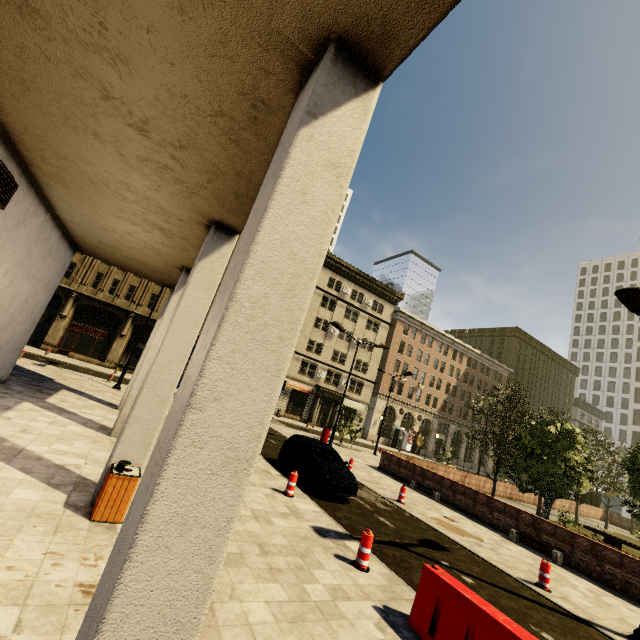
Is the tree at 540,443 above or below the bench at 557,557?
above

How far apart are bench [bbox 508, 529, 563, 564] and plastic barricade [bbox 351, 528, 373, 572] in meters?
9.9

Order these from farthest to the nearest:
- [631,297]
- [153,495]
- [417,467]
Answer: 1. [417,467]
2. [631,297]
3. [153,495]

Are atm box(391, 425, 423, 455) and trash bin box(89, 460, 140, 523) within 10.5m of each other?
no

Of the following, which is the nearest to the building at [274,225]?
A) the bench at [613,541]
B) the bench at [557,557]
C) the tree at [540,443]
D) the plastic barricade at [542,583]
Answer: the tree at [540,443]

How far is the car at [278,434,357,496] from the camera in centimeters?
1094cm

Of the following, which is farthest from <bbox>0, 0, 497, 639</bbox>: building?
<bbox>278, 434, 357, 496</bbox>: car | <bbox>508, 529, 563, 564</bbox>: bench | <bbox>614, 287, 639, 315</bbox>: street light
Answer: <bbox>508, 529, 563, 564</bbox>: bench

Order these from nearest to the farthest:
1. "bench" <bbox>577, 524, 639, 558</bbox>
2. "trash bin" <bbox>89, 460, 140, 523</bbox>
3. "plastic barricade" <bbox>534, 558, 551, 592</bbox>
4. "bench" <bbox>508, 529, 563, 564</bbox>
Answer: "trash bin" <bbox>89, 460, 140, 523</bbox> < "plastic barricade" <bbox>534, 558, 551, 592</bbox> < "bench" <bbox>508, 529, 563, 564</bbox> < "bench" <bbox>577, 524, 639, 558</bbox>
